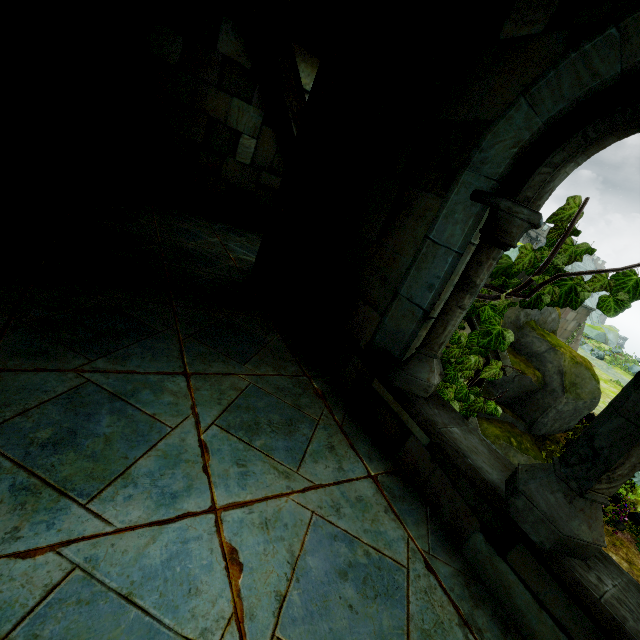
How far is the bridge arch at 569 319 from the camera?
25.5m

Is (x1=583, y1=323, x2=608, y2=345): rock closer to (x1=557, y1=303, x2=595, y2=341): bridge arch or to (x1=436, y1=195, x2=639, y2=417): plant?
(x1=557, y1=303, x2=595, y2=341): bridge arch

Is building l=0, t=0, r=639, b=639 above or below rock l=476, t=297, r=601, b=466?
above

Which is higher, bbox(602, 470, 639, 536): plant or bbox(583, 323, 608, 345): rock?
bbox(583, 323, 608, 345): rock

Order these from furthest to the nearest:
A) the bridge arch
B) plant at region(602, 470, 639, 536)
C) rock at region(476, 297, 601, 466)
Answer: the bridge arch, rock at region(476, 297, 601, 466), plant at region(602, 470, 639, 536)

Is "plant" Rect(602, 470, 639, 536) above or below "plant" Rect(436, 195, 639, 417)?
below

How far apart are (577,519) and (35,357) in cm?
252

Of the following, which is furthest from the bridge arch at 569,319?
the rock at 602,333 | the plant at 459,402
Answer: the plant at 459,402
